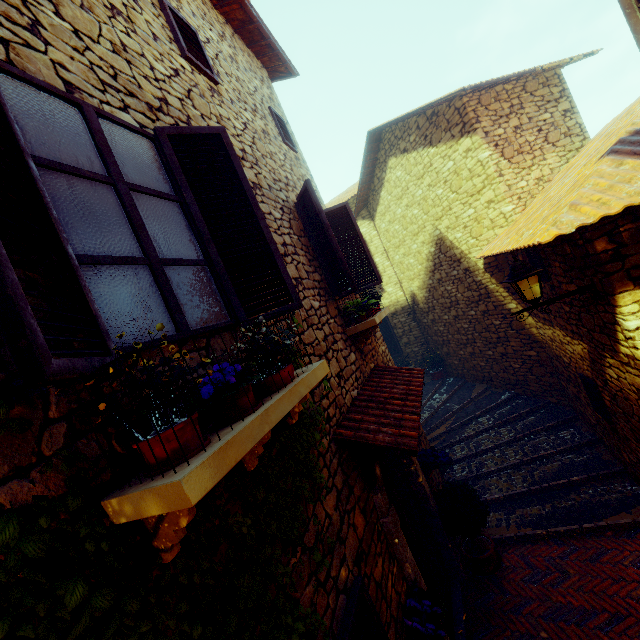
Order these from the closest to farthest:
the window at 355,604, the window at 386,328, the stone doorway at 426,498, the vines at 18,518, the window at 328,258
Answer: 1. the vines at 18,518
2. the window at 355,604
3. the window at 328,258
4. the stone doorway at 426,498
5. the window at 386,328

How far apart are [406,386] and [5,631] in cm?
407

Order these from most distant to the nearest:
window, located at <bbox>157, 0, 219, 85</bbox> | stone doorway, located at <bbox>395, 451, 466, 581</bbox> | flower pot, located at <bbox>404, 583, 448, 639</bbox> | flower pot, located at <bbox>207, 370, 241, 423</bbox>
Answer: stone doorway, located at <bbox>395, 451, 466, 581</bbox> → window, located at <bbox>157, 0, 219, 85</bbox> → flower pot, located at <bbox>404, 583, 448, 639</bbox> → flower pot, located at <bbox>207, 370, 241, 423</bbox>

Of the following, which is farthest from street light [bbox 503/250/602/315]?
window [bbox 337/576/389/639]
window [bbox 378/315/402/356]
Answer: window [bbox 378/315/402/356]

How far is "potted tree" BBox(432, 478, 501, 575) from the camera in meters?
4.8 m

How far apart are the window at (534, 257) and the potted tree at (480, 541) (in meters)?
3.48

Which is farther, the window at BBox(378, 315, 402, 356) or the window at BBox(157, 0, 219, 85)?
the window at BBox(378, 315, 402, 356)

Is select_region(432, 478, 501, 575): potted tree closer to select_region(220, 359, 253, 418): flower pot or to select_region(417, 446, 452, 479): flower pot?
select_region(417, 446, 452, 479): flower pot
